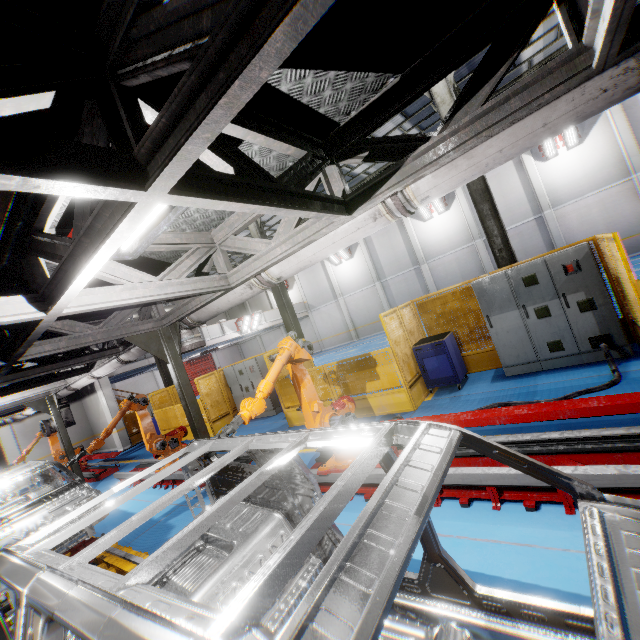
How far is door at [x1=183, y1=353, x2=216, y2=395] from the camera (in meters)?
32.91

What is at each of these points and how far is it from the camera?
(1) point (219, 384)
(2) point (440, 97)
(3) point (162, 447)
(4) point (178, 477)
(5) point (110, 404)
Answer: (1) metal panel, 12.58m
(2) metal pole, 8.05m
(3) robot arm, 7.80m
(4) metal platform, 7.52m
(5) cement column, 16.41m

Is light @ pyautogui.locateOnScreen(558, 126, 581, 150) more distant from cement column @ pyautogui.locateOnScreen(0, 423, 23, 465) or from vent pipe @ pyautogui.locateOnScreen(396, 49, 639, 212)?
cement column @ pyautogui.locateOnScreen(0, 423, 23, 465)

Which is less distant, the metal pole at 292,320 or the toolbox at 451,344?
the toolbox at 451,344

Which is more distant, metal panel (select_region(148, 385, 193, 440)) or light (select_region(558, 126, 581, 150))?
light (select_region(558, 126, 581, 150))

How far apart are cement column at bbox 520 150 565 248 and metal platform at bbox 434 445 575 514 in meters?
19.8 m

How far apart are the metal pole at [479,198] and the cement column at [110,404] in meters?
17.8 m

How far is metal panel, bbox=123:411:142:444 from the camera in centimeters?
1680cm
